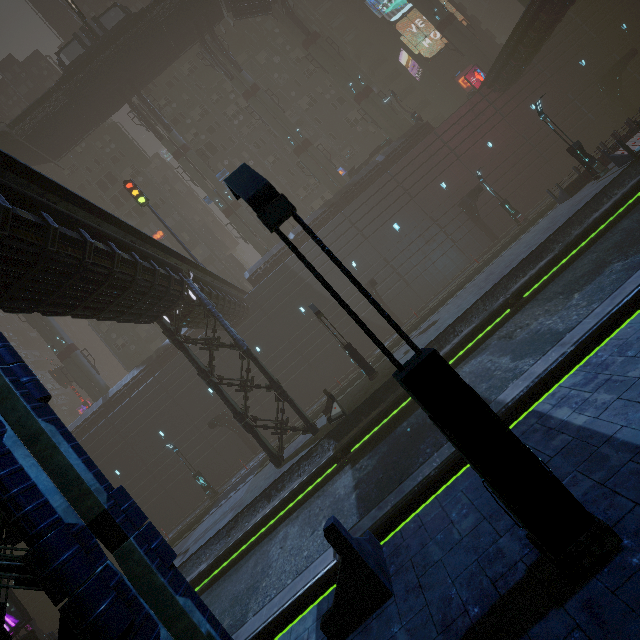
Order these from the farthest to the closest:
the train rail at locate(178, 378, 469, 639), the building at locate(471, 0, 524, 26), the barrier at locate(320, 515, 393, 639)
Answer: the building at locate(471, 0, 524, 26) → the train rail at locate(178, 378, 469, 639) → the barrier at locate(320, 515, 393, 639)

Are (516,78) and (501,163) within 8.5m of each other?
yes

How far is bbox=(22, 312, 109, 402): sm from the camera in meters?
35.3 m

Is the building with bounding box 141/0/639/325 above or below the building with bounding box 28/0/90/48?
below

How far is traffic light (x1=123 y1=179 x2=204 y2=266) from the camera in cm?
2378

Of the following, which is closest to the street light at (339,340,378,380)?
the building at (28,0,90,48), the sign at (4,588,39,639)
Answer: the building at (28,0,90,48)

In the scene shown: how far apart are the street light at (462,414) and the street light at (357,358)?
14.0m

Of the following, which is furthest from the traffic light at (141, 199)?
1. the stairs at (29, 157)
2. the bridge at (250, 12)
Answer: the bridge at (250, 12)
